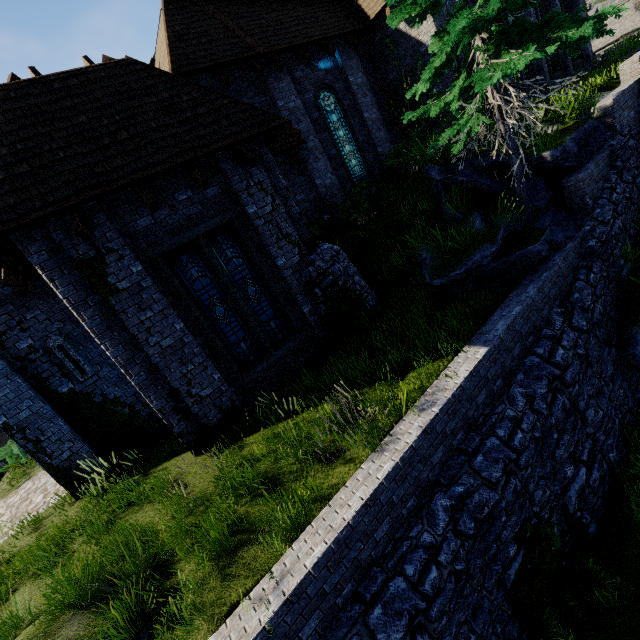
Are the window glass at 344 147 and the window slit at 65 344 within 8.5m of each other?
no

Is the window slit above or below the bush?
above

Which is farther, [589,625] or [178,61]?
[178,61]

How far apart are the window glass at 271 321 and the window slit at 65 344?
4.8 meters

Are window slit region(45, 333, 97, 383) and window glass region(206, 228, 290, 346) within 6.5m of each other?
yes

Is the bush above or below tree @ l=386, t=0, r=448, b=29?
below

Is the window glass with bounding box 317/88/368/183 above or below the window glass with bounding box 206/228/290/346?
above

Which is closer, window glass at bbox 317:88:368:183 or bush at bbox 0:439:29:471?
window glass at bbox 317:88:368:183
